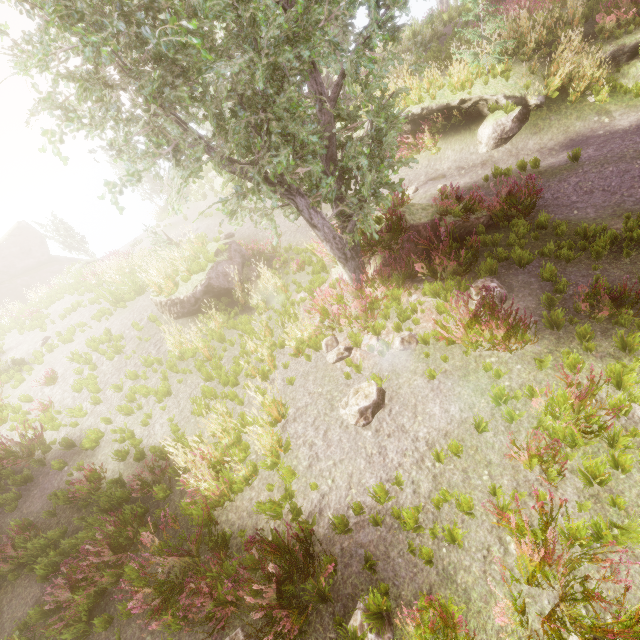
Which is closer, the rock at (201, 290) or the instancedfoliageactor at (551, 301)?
the instancedfoliageactor at (551, 301)

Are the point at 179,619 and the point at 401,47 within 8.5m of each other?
no

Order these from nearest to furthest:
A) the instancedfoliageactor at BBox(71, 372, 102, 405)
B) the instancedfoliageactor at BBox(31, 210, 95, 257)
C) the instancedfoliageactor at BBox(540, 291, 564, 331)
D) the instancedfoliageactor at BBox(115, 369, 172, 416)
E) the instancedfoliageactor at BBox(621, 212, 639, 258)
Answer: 1. the instancedfoliageactor at BBox(540, 291, 564, 331)
2. the instancedfoliageactor at BBox(621, 212, 639, 258)
3. the instancedfoliageactor at BBox(115, 369, 172, 416)
4. the instancedfoliageactor at BBox(71, 372, 102, 405)
5. the instancedfoliageactor at BBox(31, 210, 95, 257)

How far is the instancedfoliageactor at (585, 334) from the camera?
5.15m

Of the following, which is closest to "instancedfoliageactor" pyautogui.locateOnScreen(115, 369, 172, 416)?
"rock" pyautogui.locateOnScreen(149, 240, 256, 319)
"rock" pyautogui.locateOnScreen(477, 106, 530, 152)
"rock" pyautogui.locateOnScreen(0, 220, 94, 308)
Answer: → "rock" pyautogui.locateOnScreen(0, 220, 94, 308)

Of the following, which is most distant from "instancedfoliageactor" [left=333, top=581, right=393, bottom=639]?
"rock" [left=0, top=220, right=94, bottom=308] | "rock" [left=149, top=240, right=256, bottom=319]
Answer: "rock" [left=149, top=240, right=256, bottom=319]

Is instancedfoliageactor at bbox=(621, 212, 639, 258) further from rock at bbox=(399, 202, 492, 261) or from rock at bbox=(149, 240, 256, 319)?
rock at bbox=(149, 240, 256, 319)
